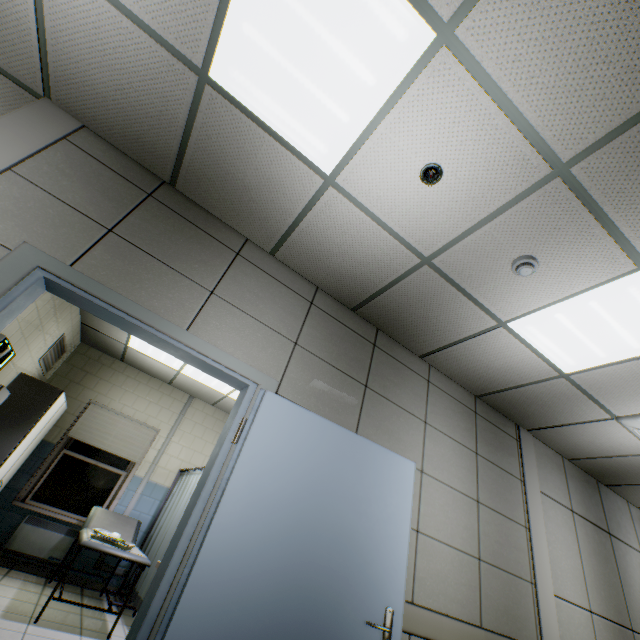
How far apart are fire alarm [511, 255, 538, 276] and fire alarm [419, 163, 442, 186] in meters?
0.9

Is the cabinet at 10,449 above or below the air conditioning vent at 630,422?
below

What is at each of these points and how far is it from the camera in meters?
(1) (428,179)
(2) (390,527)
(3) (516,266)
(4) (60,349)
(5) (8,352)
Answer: (1) fire alarm, 2.0
(2) door, 2.3
(3) fire alarm, 2.4
(4) ventilation grill, 5.3
(5) negatoscope, 3.5

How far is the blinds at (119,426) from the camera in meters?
5.7

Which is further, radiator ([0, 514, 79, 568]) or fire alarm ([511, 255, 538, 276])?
radiator ([0, 514, 79, 568])

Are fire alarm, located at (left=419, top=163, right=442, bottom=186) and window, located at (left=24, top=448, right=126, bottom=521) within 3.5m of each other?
Answer: no

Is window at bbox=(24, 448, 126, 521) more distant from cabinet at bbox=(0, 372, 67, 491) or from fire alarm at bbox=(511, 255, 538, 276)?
fire alarm at bbox=(511, 255, 538, 276)

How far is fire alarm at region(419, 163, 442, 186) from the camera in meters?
2.0 m
